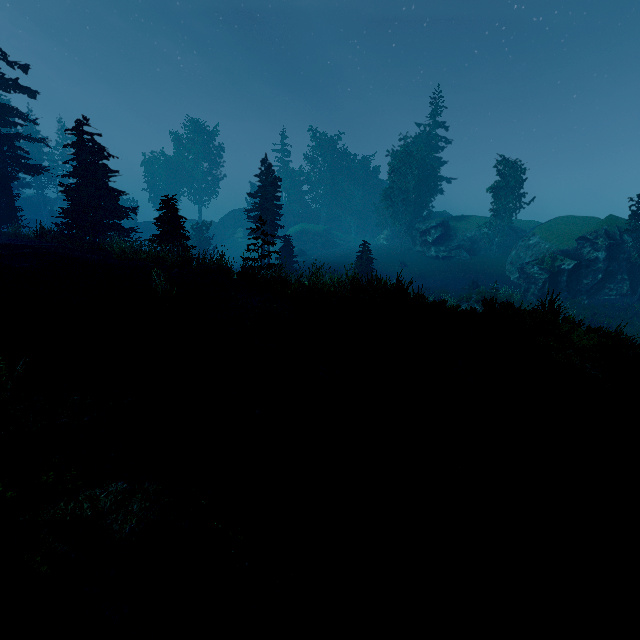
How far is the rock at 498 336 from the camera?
8.8 meters

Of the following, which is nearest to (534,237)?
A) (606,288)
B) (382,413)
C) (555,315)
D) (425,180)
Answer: (606,288)

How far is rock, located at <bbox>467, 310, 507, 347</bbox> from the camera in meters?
8.8 m

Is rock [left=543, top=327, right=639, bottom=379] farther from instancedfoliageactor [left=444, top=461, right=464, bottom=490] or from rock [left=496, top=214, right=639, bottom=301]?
rock [left=496, top=214, right=639, bottom=301]

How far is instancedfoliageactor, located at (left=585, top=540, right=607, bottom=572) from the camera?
3.7 meters

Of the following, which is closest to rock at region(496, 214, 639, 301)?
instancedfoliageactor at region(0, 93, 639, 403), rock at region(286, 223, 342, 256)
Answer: instancedfoliageactor at region(0, 93, 639, 403)

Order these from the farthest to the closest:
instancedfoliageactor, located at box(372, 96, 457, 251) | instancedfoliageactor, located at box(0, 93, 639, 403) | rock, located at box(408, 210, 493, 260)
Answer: instancedfoliageactor, located at box(372, 96, 457, 251), rock, located at box(408, 210, 493, 260), instancedfoliageactor, located at box(0, 93, 639, 403)

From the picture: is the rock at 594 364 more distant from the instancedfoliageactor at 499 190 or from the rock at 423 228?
the rock at 423 228
